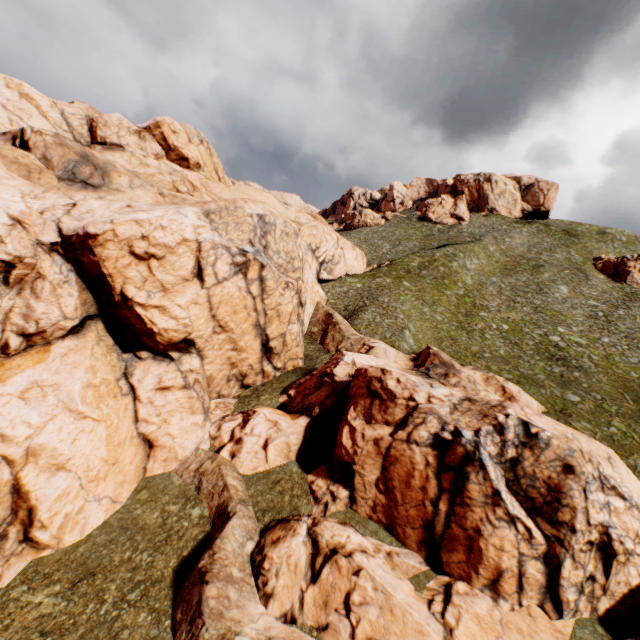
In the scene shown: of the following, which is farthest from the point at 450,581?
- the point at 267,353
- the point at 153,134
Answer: the point at 153,134

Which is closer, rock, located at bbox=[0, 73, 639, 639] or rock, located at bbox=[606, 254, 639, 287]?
rock, located at bbox=[0, 73, 639, 639]

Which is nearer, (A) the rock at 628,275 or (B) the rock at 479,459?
(B) the rock at 479,459

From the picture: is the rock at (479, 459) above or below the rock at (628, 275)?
below

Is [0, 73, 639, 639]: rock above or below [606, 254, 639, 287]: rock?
below
